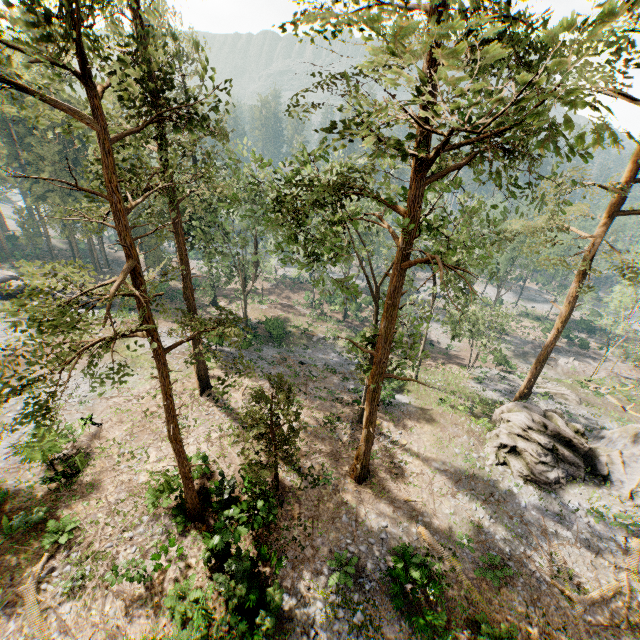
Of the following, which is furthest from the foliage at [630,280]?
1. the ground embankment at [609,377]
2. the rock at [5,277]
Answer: the rock at [5,277]

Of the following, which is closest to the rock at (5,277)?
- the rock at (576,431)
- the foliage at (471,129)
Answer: the foliage at (471,129)

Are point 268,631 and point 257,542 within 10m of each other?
yes

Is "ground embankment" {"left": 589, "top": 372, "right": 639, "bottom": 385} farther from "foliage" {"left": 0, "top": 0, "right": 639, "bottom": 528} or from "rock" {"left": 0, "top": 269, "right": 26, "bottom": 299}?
"rock" {"left": 0, "top": 269, "right": 26, "bottom": 299}

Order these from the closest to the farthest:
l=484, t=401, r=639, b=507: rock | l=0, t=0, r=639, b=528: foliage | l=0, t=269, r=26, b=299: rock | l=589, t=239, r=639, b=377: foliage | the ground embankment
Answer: l=0, t=0, r=639, b=528: foliage → l=589, t=239, r=639, b=377: foliage → l=484, t=401, r=639, b=507: rock → l=0, t=269, r=26, b=299: rock → the ground embankment

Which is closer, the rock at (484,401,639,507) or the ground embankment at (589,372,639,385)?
the rock at (484,401,639,507)

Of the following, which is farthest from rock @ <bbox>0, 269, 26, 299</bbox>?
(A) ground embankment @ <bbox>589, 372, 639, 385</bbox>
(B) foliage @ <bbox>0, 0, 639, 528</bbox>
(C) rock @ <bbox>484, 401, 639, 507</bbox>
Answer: (A) ground embankment @ <bbox>589, 372, 639, 385</bbox>

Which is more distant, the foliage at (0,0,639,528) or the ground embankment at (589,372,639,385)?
the ground embankment at (589,372,639,385)
